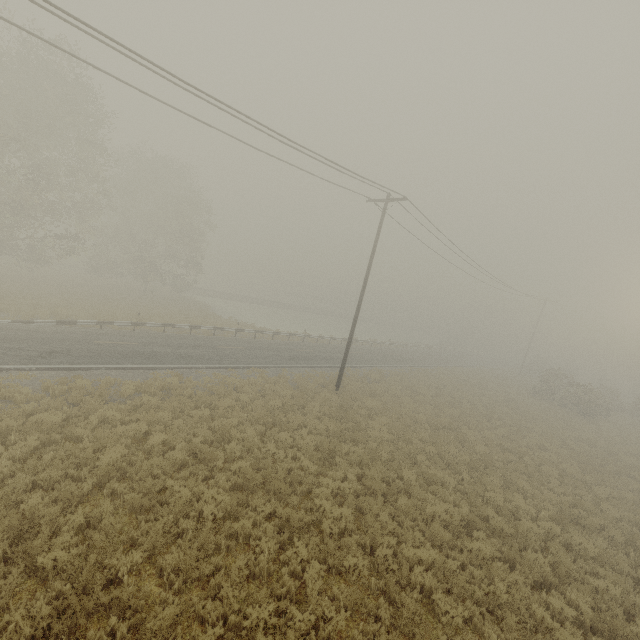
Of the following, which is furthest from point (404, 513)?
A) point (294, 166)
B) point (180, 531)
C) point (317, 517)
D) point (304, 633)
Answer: point (294, 166)
